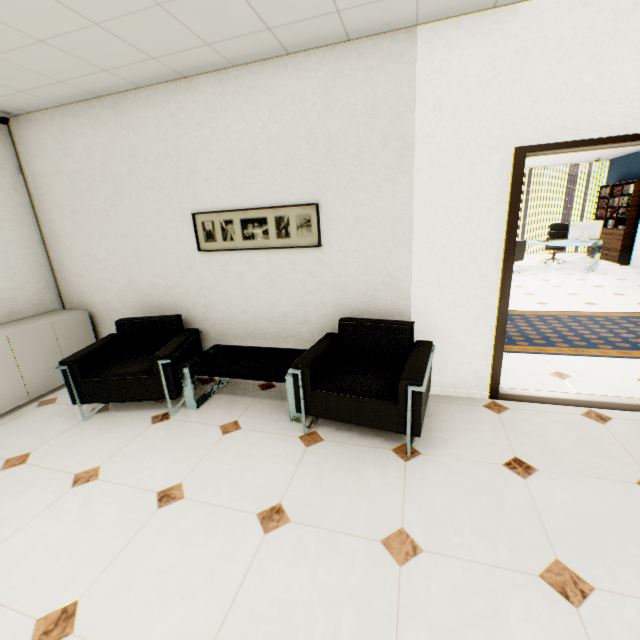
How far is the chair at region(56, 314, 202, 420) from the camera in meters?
3.0

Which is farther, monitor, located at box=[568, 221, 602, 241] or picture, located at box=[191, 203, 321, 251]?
monitor, located at box=[568, 221, 602, 241]

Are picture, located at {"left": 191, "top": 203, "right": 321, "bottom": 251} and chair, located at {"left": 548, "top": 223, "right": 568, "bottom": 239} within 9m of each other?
no

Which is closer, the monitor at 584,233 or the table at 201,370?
the table at 201,370

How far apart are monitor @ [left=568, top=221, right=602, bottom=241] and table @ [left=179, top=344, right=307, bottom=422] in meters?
8.8

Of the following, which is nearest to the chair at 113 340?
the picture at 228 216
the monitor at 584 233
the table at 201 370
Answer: the table at 201 370

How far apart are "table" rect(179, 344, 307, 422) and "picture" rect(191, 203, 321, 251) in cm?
102

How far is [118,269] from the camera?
3.79m
